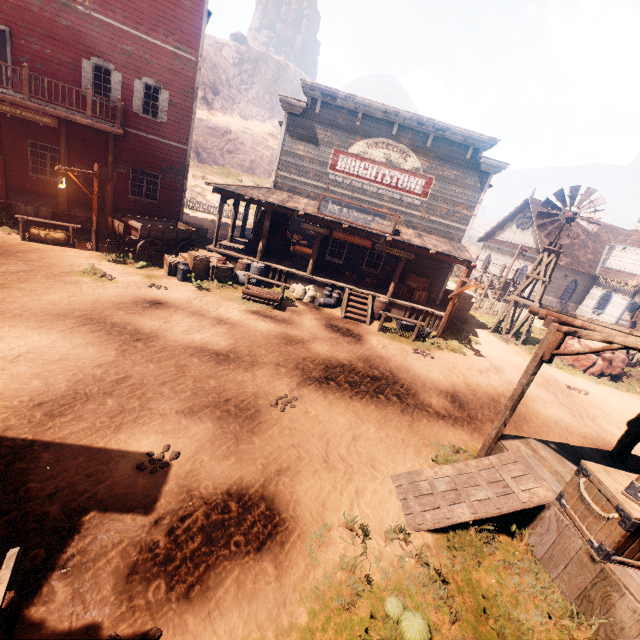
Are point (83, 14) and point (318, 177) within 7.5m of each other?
no

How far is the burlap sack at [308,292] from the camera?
14.5m

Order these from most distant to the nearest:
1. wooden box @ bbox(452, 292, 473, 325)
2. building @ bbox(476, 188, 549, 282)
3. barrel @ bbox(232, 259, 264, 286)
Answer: building @ bbox(476, 188, 549, 282), wooden box @ bbox(452, 292, 473, 325), barrel @ bbox(232, 259, 264, 286)

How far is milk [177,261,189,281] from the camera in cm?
1254

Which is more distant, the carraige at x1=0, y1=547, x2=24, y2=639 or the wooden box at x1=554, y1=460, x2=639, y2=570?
the wooden box at x1=554, y1=460, x2=639, y2=570

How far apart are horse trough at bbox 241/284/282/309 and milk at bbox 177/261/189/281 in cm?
223

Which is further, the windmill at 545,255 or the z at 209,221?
the z at 209,221

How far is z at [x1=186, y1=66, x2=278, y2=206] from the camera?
38.0 meters
